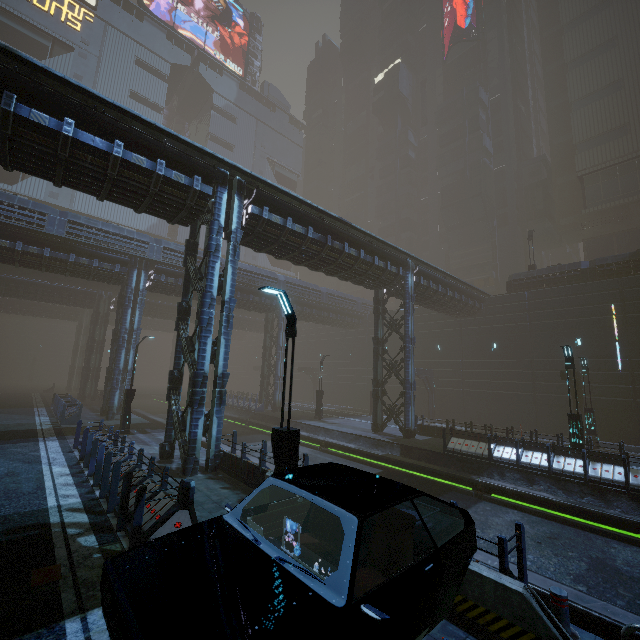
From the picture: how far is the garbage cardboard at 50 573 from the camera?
5.5 meters

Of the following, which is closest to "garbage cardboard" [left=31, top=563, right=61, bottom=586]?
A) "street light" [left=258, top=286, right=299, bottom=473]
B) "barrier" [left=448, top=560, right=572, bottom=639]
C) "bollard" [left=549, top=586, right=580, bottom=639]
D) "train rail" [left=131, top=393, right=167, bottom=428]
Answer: "street light" [left=258, top=286, right=299, bottom=473]

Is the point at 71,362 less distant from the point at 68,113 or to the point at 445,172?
the point at 68,113

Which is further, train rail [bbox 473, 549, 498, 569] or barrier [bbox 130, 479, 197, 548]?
train rail [bbox 473, 549, 498, 569]

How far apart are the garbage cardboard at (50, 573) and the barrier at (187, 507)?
1.0 meters

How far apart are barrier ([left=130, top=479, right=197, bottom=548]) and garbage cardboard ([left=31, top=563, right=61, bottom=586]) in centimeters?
105cm

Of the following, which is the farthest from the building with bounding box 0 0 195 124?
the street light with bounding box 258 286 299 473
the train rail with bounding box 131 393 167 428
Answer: the street light with bounding box 258 286 299 473

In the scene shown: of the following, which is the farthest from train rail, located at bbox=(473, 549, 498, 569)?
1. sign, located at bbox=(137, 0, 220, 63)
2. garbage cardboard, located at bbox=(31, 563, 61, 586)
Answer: sign, located at bbox=(137, 0, 220, 63)
